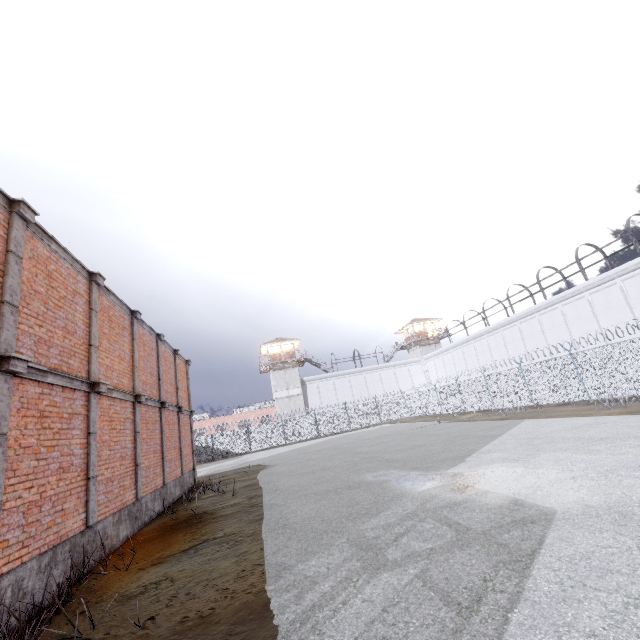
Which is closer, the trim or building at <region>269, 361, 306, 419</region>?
the trim

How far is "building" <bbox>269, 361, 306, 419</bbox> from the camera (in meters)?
45.53

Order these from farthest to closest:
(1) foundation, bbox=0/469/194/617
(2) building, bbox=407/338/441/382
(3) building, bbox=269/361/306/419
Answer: (2) building, bbox=407/338/441/382 < (3) building, bbox=269/361/306/419 < (1) foundation, bbox=0/469/194/617

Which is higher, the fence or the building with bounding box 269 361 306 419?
the building with bounding box 269 361 306 419

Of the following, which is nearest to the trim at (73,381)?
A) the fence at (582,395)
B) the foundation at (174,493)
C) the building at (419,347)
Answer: the foundation at (174,493)

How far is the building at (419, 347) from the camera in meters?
51.1

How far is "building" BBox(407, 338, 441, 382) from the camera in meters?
51.1

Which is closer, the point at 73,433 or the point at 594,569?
the point at 594,569
